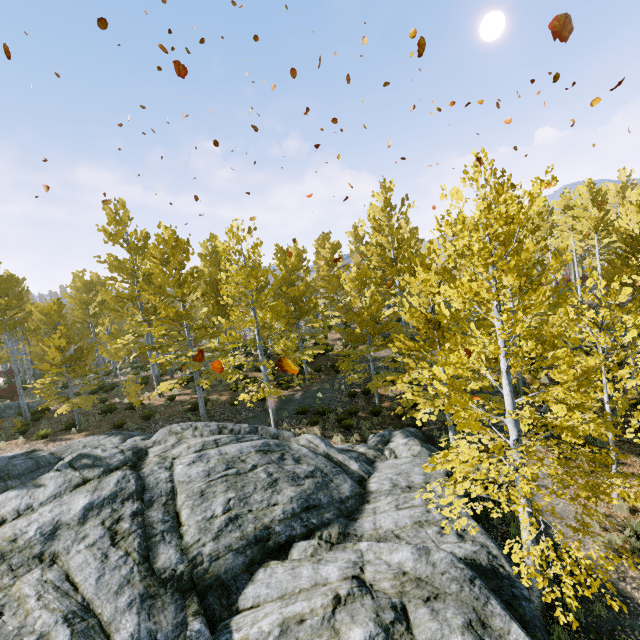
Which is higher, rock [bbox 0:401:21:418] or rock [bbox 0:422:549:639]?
rock [bbox 0:401:21:418]

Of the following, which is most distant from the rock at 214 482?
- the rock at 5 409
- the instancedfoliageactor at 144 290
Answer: the rock at 5 409

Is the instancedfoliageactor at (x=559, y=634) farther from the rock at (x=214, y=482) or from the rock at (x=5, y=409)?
the rock at (x=5, y=409)

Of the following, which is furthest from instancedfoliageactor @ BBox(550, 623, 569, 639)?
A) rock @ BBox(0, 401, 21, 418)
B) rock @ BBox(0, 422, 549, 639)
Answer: rock @ BBox(0, 401, 21, 418)

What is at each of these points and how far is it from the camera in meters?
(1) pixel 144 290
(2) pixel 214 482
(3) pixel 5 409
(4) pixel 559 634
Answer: (1) instancedfoliageactor, 19.3 m
(2) rock, 8.6 m
(3) rock, 20.6 m
(4) instancedfoliageactor, 6.2 m

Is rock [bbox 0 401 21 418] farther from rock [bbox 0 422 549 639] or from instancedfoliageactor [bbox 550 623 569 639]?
rock [bbox 0 422 549 639]
